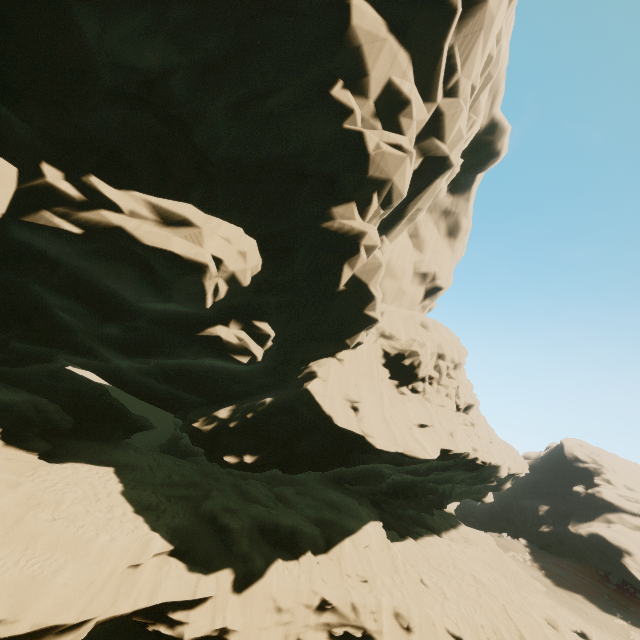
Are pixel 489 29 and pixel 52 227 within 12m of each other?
no
